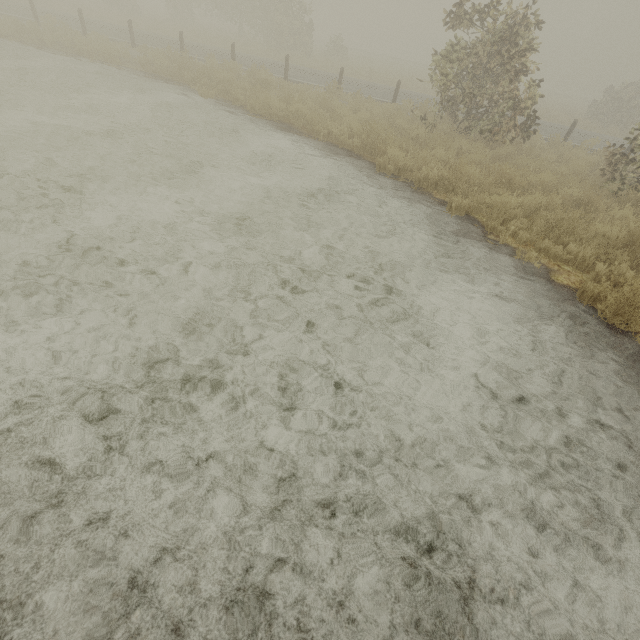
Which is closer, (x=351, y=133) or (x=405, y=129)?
(x=351, y=133)
